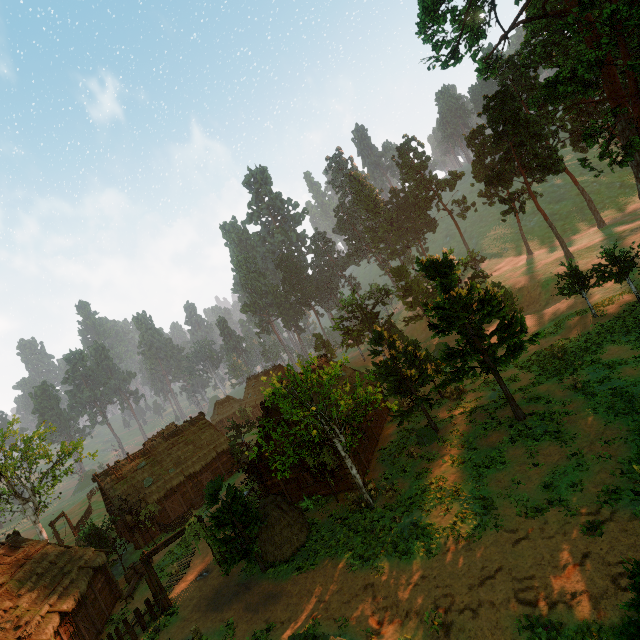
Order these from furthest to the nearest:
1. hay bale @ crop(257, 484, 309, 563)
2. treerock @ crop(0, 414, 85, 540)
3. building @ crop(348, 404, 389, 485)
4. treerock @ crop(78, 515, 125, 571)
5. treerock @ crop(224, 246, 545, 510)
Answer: treerock @ crop(0, 414, 85, 540) < treerock @ crop(78, 515, 125, 571) < building @ crop(348, 404, 389, 485) < hay bale @ crop(257, 484, 309, 563) < treerock @ crop(224, 246, 545, 510)

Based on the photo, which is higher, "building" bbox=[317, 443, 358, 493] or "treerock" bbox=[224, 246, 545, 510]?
"treerock" bbox=[224, 246, 545, 510]

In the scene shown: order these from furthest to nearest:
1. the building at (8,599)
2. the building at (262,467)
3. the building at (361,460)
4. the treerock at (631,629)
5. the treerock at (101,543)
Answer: the treerock at (101,543), the building at (262,467), the building at (361,460), the building at (8,599), the treerock at (631,629)

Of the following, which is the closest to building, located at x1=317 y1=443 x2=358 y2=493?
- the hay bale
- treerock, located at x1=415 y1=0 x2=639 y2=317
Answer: treerock, located at x1=415 y1=0 x2=639 y2=317

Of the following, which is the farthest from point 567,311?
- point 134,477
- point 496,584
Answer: point 134,477

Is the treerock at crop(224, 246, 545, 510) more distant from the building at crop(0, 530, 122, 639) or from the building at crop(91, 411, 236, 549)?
the building at crop(0, 530, 122, 639)

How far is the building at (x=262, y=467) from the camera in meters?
24.2 m
